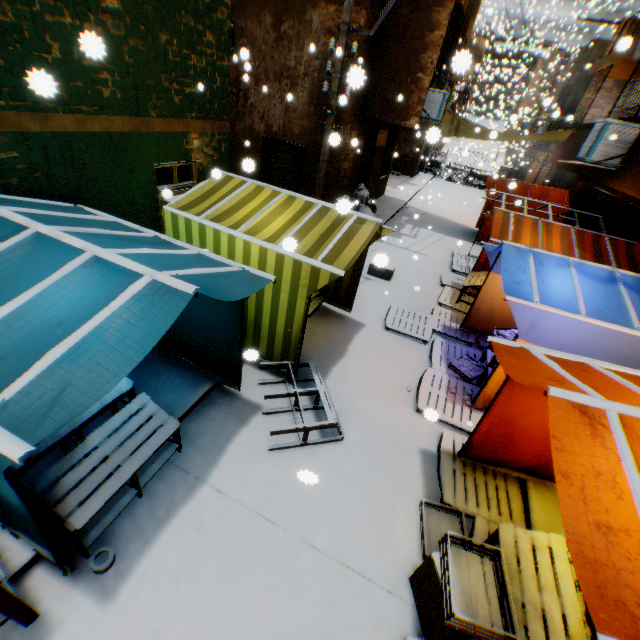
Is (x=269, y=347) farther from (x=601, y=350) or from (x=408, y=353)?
(x=601, y=350)

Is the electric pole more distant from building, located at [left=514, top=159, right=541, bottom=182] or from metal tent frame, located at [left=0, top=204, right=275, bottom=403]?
metal tent frame, located at [left=0, top=204, right=275, bottom=403]

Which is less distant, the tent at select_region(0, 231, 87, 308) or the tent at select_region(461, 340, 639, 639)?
the tent at select_region(461, 340, 639, 639)

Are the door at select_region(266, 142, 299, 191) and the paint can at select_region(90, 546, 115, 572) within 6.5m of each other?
no

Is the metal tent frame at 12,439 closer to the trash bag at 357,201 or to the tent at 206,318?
the tent at 206,318

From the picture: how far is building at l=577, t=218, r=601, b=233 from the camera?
10.6 meters

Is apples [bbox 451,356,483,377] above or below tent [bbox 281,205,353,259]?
below

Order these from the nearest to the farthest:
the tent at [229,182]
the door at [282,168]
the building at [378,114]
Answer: the tent at [229,182], the building at [378,114], the door at [282,168]
